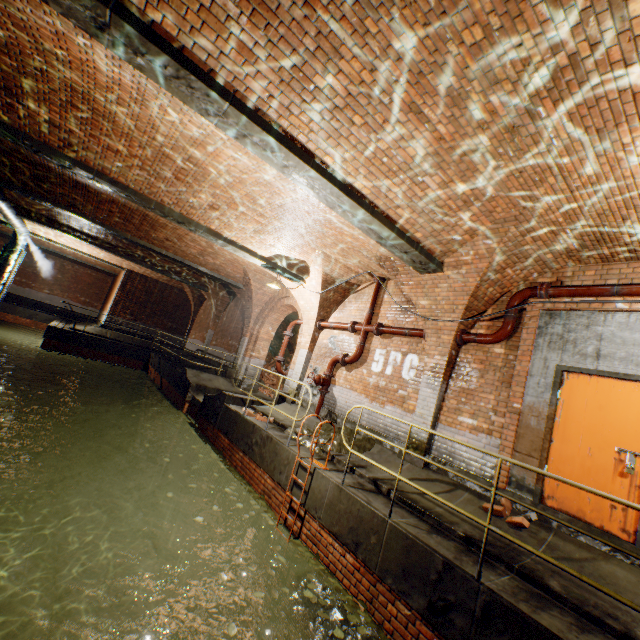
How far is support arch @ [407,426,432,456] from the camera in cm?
657

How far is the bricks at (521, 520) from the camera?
4.6 meters

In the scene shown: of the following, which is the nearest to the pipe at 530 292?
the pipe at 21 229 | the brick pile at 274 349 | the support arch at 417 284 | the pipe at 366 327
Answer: the support arch at 417 284

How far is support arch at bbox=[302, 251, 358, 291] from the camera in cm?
902

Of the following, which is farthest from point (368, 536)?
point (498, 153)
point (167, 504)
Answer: point (167, 504)

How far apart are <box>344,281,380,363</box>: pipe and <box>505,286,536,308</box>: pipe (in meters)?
2.50

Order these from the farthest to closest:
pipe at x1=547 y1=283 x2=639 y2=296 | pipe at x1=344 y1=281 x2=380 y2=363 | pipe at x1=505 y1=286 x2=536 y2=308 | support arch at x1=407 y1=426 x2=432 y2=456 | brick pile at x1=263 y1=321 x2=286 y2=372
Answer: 1. brick pile at x1=263 y1=321 x2=286 y2=372
2. pipe at x1=344 y1=281 x2=380 y2=363
3. support arch at x1=407 y1=426 x2=432 y2=456
4. pipe at x1=505 y1=286 x2=536 y2=308
5. pipe at x1=547 y1=283 x2=639 y2=296

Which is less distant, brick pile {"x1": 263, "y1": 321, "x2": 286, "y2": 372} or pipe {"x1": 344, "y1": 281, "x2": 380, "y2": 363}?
pipe {"x1": 344, "y1": 281, "x2": 380, "y2": 363}
